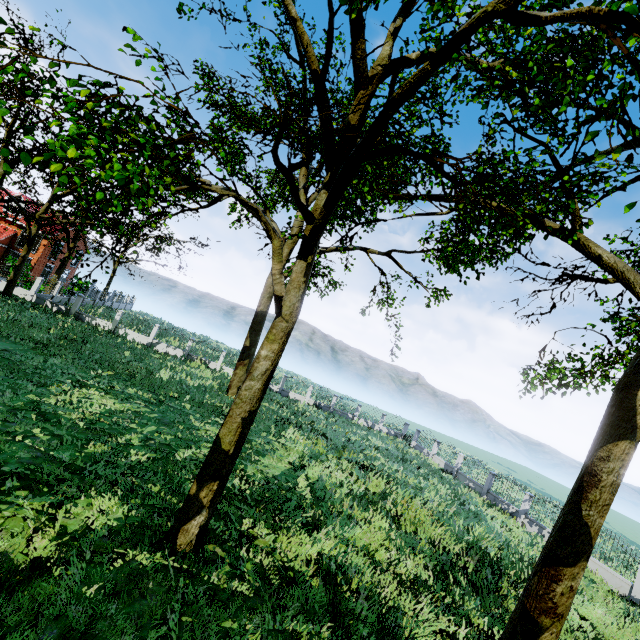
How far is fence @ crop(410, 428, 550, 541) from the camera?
21.1m

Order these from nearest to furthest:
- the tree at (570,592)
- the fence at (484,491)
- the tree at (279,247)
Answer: the tree at (279,247)
the tree at (570,592)
the fence at (484,491)

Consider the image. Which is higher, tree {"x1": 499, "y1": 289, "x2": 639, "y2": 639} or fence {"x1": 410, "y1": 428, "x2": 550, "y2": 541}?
tree {"x1": 499, "y1": 289, "x2": 639, "y2": 639}

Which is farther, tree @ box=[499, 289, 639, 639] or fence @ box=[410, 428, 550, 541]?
fence @ box=[410, 428, 550, 541]

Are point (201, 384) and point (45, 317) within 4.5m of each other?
no

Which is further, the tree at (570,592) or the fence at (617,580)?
the fence at (617,580)
